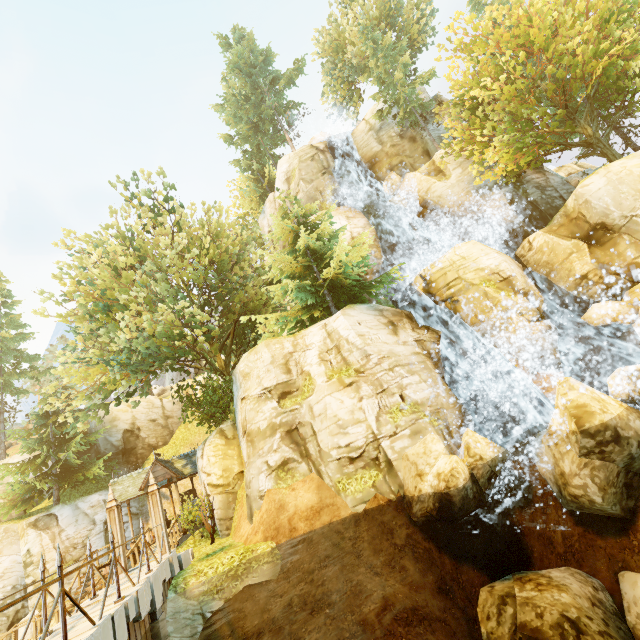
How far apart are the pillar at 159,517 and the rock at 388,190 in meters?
23.5

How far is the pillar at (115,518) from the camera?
10.68m

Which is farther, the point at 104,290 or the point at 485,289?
the point at 104,290

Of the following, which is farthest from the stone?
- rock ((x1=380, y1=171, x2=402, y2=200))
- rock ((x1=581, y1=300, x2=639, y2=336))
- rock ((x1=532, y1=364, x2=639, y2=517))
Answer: rock ((x1=380, y1=171, x2=402, y2=200))

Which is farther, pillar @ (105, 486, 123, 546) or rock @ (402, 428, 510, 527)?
pillar @ (105, 486, 123, 546)

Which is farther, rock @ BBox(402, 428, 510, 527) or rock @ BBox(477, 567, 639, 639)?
rock @ BBox(402, 428, 510, 527)

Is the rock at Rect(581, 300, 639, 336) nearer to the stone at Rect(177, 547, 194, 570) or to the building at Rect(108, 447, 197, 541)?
the stone at Rect(177, 547, 194, 570)

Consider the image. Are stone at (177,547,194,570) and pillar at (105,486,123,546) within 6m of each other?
yes
